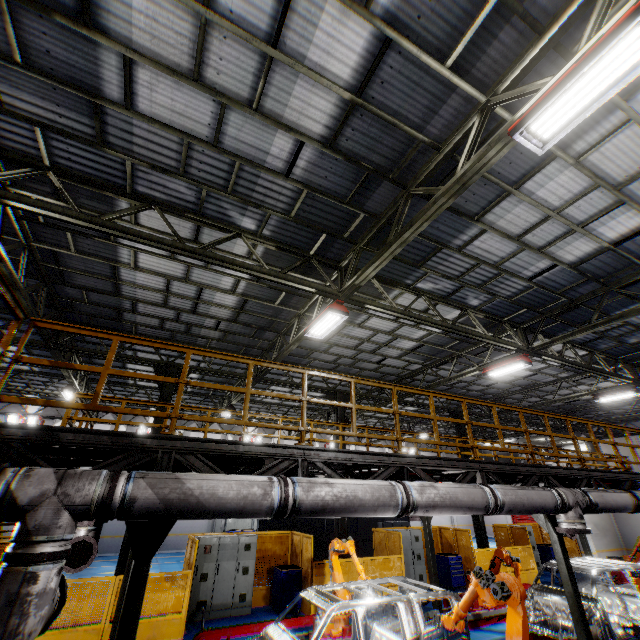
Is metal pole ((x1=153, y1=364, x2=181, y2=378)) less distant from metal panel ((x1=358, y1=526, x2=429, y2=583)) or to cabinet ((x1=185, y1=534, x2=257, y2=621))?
metal panel ((x1=358, y1=526, x2=429, y2=583))

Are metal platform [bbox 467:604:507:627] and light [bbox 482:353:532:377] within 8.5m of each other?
yes

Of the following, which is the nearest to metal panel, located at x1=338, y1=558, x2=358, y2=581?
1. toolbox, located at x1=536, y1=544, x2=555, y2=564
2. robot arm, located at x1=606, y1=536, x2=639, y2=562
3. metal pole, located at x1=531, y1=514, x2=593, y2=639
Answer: toolbox, located at x1=536, y1=544, x2=555, y2=564

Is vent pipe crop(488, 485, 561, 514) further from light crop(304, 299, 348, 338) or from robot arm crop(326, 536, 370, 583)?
light crop(304, 299, 348, 338)

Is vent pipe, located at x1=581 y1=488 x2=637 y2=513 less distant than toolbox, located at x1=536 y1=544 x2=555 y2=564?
Yes

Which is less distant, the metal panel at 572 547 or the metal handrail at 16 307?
the metal handrail at 16 307

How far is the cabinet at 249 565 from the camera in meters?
10.5

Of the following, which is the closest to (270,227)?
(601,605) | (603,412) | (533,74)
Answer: (533,74)
